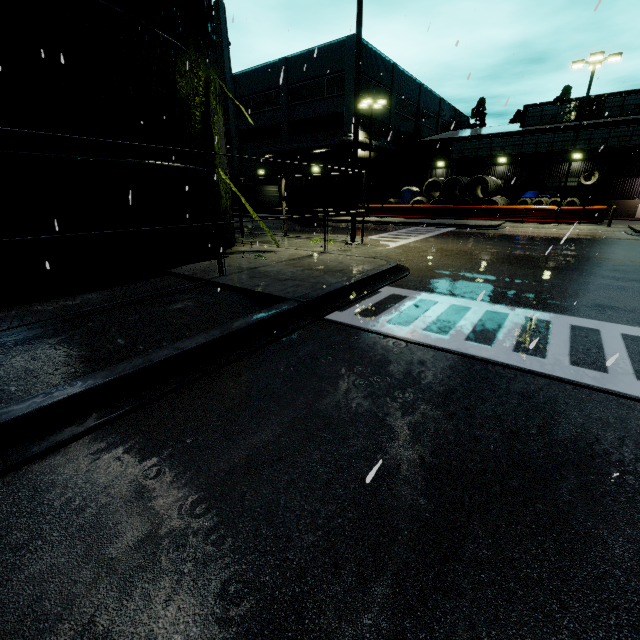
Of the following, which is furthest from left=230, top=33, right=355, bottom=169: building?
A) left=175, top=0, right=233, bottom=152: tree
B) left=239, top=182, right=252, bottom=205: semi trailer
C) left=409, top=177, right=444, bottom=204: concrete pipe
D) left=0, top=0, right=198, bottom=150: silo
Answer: left=409, top=177, right=444, bottom=204: concrete pipe

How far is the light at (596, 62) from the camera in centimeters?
1927cm

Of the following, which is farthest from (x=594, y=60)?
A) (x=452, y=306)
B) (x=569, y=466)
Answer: (x=569, y=466)

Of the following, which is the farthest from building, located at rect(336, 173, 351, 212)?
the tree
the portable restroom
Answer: the portable restroom

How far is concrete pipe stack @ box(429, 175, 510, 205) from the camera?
27.6 meters

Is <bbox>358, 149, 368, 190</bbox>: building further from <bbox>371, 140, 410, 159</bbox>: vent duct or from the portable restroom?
the portable restroom

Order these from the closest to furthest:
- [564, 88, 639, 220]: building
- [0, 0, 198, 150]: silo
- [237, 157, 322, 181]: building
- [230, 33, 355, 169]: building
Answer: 1. [0, 0, 198, 150]: silo
2. [564, 88, 639, 220]: building
3. [230, 33, 355, 169]: building
4. [237, 157, 322, 181]: building

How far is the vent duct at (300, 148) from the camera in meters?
29.8 m
